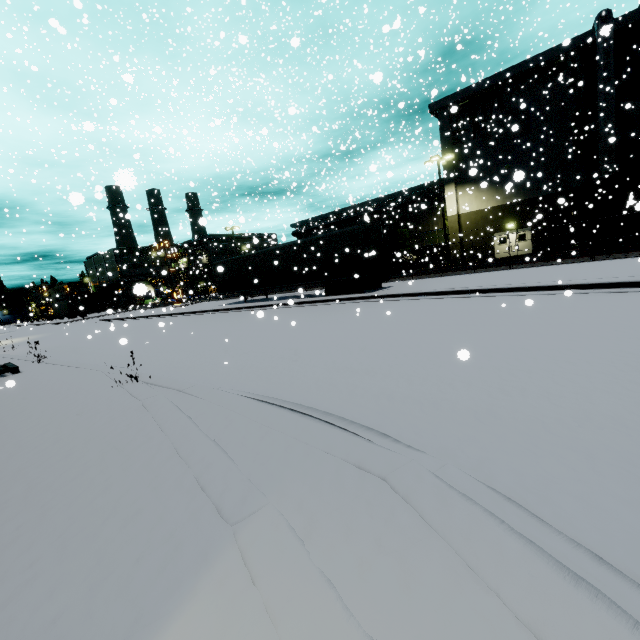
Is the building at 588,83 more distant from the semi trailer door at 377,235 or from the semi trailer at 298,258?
→ the semi trailer door at 377,235

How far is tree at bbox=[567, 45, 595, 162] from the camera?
24.27m

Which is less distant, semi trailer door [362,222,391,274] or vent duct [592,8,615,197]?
semi trailer door [362,222,391,274]

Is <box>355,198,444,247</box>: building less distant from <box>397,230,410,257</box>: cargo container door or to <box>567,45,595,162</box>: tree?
<box>567,45,595,162</box>: tree

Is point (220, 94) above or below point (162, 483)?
above

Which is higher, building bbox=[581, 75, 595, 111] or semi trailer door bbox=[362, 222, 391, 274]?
building bbox=[581, 75, 595, 111]

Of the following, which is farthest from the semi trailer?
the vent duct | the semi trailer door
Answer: the vent duct

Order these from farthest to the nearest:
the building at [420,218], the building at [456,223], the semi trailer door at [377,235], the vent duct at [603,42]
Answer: the building at [420,218]
the building at [456,223]
the vent duct at [603,42]
the semi trailer door at [377,235]
